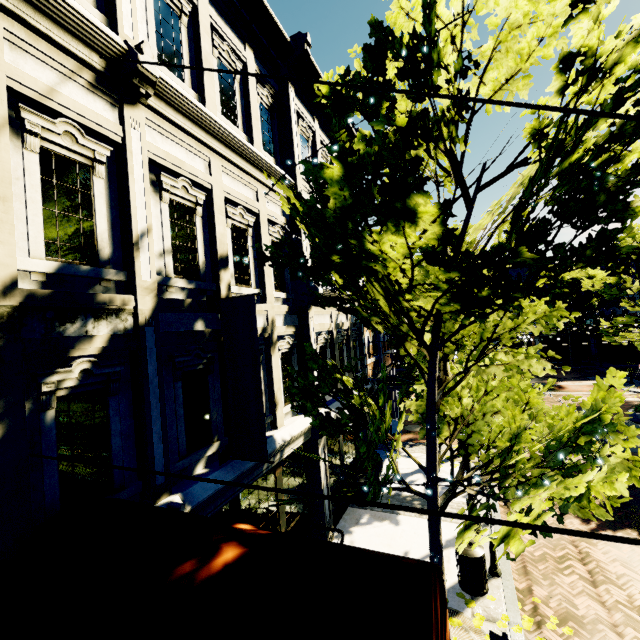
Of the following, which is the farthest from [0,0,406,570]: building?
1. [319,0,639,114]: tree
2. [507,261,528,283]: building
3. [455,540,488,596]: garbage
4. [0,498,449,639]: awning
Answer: [507,261,528,283]: building

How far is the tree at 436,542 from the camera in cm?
571

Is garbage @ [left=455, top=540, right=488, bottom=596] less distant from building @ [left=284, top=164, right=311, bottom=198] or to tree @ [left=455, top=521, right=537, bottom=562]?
tree @ [left=455, top=521, right=537, bottom=562]

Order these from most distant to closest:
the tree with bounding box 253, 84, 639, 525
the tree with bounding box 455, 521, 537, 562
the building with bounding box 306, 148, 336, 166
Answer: the building with bounding box 306, 148, 336, 166
the tree with bounding box 253, 84, 639, 525
the tree with bounding box 455, 521, 537, 562

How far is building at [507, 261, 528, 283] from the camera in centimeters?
3769cm

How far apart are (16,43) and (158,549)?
5.6 meters

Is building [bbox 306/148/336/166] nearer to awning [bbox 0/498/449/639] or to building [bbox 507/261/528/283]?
awning [bbox 0/498/449/639]

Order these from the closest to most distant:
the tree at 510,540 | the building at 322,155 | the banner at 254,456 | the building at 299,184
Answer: the tree at 510,540, the banner at 254,456, the building at 299,184, the building at 322,155
